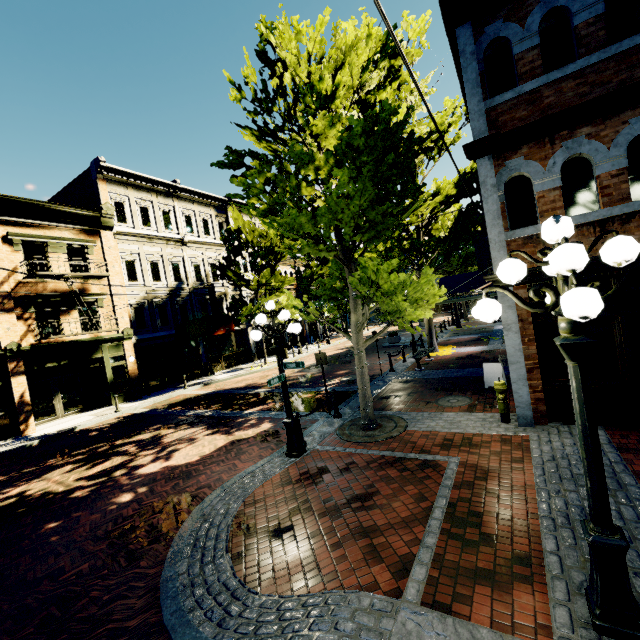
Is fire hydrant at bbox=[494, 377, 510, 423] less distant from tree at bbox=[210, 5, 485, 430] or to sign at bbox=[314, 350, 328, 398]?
tree at bbox=[210, 5, 485, 430]

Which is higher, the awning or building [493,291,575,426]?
the awning

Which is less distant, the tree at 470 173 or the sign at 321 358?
the sign at 321 358

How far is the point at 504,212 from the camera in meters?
6.9 m

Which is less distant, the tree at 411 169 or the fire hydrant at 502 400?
the tree at 411 169

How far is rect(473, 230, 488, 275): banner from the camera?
20.8m

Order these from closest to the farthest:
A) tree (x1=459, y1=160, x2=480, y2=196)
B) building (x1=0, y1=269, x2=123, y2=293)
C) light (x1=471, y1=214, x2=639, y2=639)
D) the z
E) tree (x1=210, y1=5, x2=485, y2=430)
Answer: light (x1=471, y1=214, x2=639, y2=639) → the z → tree (x1=210, y1=5, x2=485, y2=430) → tree (x1=459, y1=160, x2=480, y2=196) → building (x1=0, y1=269, x2=123, y2=293)

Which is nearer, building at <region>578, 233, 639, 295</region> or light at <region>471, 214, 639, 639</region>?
light at <region>471, 214, 639, 639</region>
